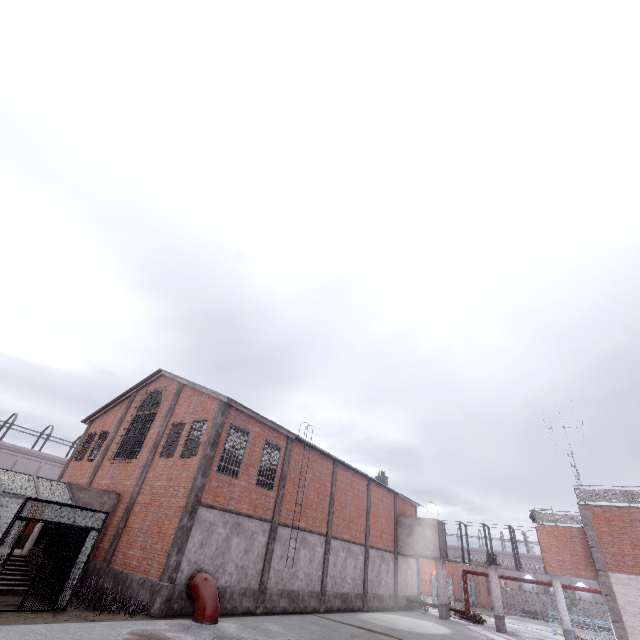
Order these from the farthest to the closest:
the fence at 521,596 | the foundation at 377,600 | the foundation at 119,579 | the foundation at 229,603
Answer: the fence at 521,596 < the foundation at 377,600 < the foundation at 229,603 < the foundation at 119,579

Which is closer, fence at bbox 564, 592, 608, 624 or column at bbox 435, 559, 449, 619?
column at bbox 435, 559, 449, 619

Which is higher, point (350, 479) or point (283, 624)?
point (350, 479)

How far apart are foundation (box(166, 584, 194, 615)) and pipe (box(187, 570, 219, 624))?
0.05m

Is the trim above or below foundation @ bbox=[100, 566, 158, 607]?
above

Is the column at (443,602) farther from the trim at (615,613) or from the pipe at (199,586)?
the pipe at (199,586)

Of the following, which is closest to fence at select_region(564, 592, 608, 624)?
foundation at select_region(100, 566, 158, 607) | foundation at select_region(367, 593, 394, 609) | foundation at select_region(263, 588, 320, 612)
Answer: foundation at select_region(367, 593, 394, 609)

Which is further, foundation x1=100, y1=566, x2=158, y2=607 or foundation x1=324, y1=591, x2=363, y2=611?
foundation x1=324, y1=591, x2=363, y2=611
